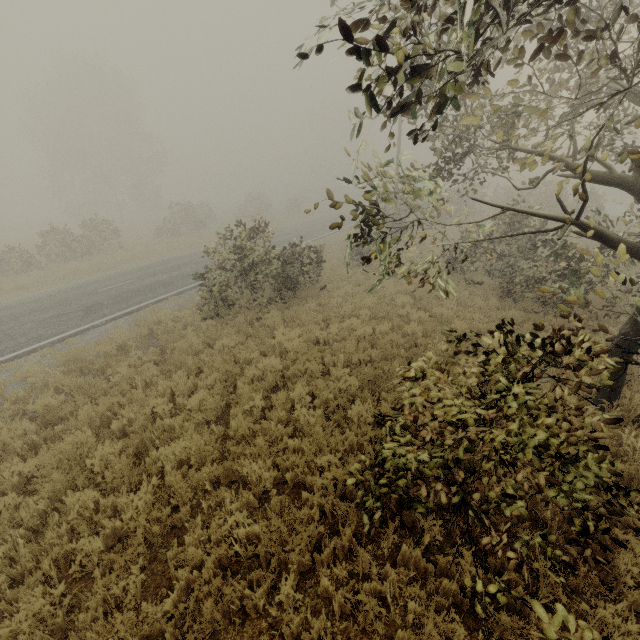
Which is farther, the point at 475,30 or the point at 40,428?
the point at 40,428

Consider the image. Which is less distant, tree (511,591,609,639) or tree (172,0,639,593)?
tree (511,591,609,639)

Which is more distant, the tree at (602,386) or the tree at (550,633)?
the tree at (602,386)
